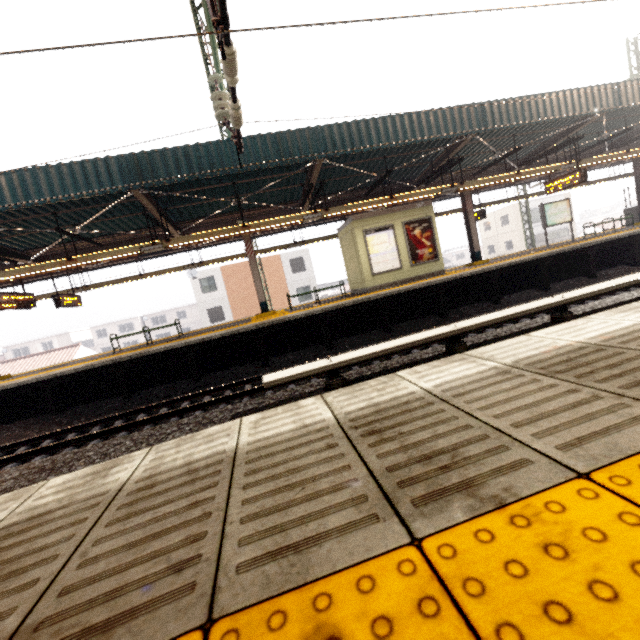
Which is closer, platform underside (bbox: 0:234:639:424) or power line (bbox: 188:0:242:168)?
power line (bbox: 188:0:242:168)

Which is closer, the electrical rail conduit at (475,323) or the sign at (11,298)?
the electrical rail conduit at (475,323)

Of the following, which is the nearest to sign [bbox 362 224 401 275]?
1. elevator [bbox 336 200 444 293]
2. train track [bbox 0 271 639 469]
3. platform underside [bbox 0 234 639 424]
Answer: elevator [bbox 336 200 444 293]

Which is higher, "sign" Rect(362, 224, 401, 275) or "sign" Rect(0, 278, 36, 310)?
"sign" Rect(0, 278, 36, 310)

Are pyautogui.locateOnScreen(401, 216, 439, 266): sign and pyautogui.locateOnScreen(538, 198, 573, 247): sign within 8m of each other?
yes

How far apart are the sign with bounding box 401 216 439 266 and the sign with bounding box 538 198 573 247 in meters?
6.4 m

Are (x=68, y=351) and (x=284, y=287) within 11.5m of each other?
no

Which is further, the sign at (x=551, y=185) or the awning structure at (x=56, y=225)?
the sign at (x=551, y=185)
